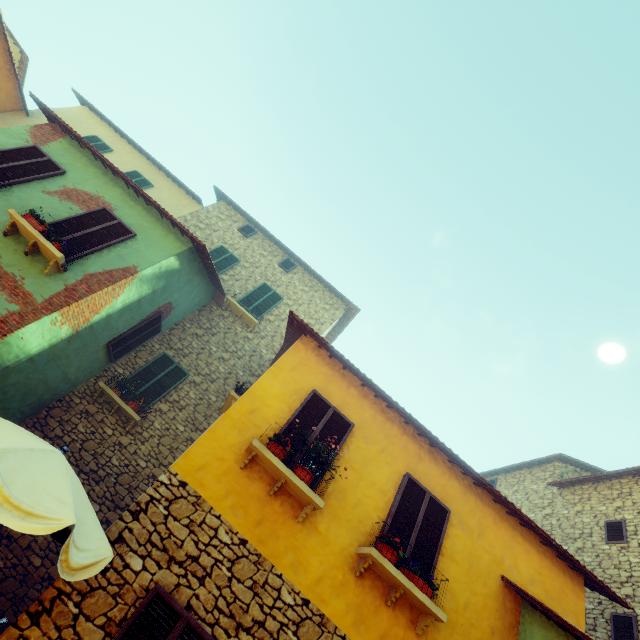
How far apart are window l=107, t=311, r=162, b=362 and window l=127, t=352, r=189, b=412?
0.6 meters

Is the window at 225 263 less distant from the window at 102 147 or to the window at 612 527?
the window at 612 527

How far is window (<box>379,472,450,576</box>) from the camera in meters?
5.6

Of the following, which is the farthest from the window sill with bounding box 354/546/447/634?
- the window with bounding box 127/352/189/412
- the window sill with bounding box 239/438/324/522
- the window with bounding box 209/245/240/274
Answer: the window with bounding box 209/245/240/274

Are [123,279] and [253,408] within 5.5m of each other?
yes

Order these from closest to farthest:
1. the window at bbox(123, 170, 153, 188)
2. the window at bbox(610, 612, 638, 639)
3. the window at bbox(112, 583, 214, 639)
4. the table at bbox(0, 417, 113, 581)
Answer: the table at bbox(0, 417, 113, 581), the window at bbox(112, 583, 214, 639), the window at bbox(610, 612, 638, 639), the window at bbox(123, 170, 153, 188)

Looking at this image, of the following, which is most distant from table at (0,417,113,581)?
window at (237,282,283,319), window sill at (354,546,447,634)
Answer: window at (237,282,283,319)

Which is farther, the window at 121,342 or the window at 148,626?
the window at 121,342
